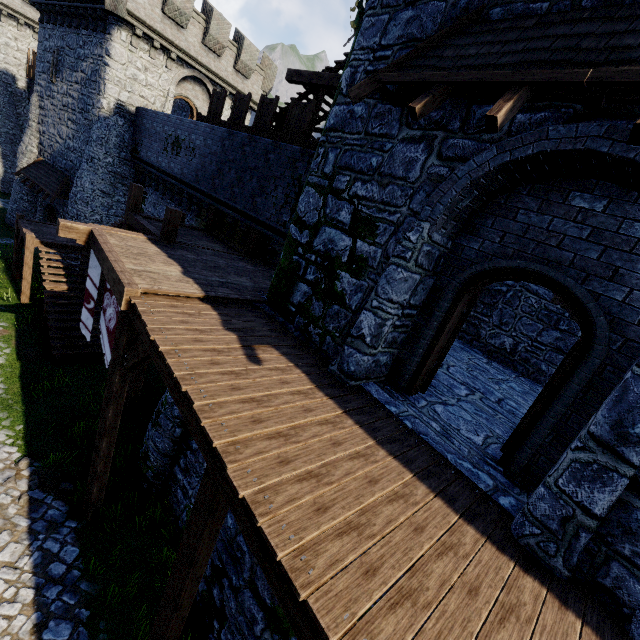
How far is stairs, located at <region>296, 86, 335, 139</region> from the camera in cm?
1161

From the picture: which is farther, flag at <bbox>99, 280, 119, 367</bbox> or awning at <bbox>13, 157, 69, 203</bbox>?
awning at <bbox>13, 157, 69, 203</bbox>

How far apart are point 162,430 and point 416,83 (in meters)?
9.11

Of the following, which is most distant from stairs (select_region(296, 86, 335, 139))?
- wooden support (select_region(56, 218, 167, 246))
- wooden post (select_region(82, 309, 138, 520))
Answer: wooden post (select_region(82, 309, 138, 520))

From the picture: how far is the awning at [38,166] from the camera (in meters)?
19.42

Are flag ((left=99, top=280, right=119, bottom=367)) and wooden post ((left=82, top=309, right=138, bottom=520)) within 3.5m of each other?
yes

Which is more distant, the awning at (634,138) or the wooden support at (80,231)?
the wooden support at (80,231)

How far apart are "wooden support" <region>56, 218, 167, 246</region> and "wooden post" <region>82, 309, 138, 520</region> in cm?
318
